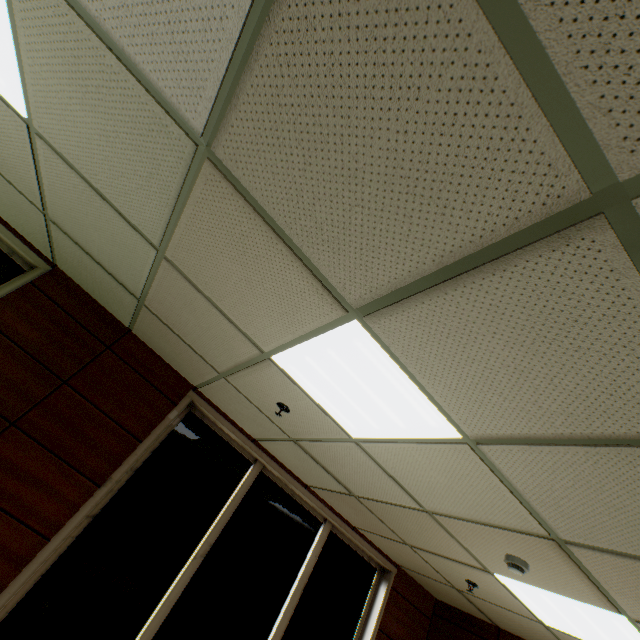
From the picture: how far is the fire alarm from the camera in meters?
2.5

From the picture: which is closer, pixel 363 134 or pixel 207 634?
pixel 363 134

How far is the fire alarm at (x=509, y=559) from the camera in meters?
2.5
